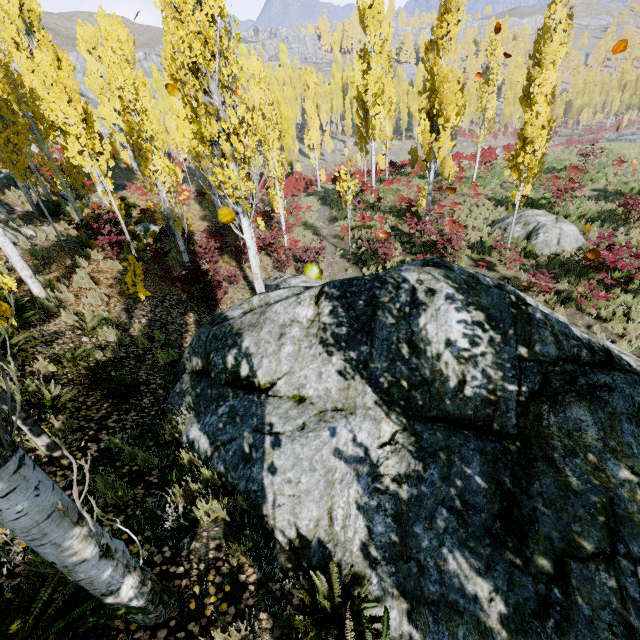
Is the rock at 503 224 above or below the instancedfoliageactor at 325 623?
below

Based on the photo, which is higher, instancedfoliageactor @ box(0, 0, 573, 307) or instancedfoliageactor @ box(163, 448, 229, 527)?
instancedfoliageactor @ box(0, 0, 573, 307)

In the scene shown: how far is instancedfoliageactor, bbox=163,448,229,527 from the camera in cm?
343

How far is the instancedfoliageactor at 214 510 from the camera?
3.4m

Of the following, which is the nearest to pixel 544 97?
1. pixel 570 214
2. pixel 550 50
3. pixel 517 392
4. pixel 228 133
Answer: pixel 570 214

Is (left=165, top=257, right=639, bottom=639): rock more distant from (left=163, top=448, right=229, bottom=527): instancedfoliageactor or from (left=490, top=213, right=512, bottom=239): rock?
(left=490, top=213, right=512, bottom=239): rock

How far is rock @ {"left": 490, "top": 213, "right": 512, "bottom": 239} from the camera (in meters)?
16.25

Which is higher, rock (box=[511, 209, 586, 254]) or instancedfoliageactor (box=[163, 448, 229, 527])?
instancedfoliageactor (box=[163, 448, 229, 527])
